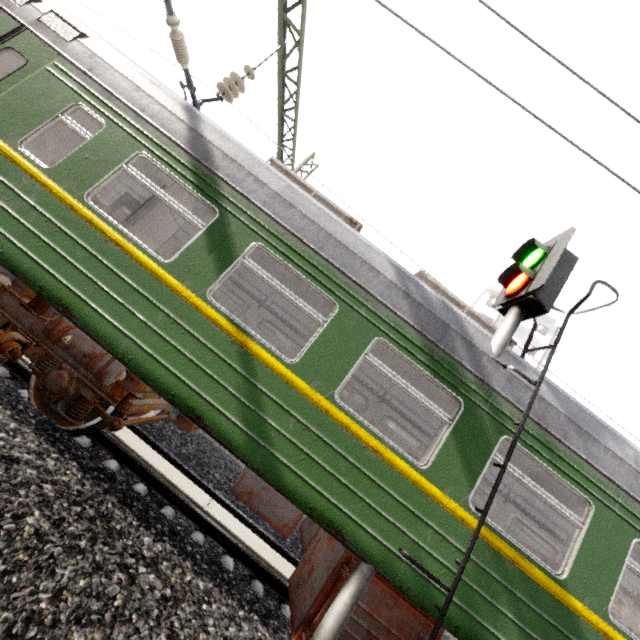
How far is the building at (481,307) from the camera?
38.3m

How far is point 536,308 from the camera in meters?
4.1

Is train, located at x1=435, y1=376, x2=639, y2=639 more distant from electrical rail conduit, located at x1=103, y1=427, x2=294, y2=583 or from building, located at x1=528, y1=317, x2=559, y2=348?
building, located at x1=528, y1=317, x2=559, y2=348

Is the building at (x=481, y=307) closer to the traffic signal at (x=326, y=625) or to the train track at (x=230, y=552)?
the train track at (x=230, y=552)

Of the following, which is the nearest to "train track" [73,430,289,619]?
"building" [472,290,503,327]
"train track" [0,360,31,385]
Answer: "train track" [0,360,31,385]

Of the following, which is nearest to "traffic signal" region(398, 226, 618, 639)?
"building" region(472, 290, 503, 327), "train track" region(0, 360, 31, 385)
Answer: "train track" region(0, 360, 31, 385)

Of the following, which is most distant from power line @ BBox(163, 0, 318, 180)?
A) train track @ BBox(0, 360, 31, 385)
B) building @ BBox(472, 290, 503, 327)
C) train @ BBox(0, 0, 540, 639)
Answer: building @ BBox(472, 290, 503, 327)

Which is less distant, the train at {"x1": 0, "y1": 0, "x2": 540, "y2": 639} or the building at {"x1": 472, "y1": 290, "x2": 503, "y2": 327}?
the train at {"x1": 0, "y1": 0, "x2": 540, "y2": 639}
